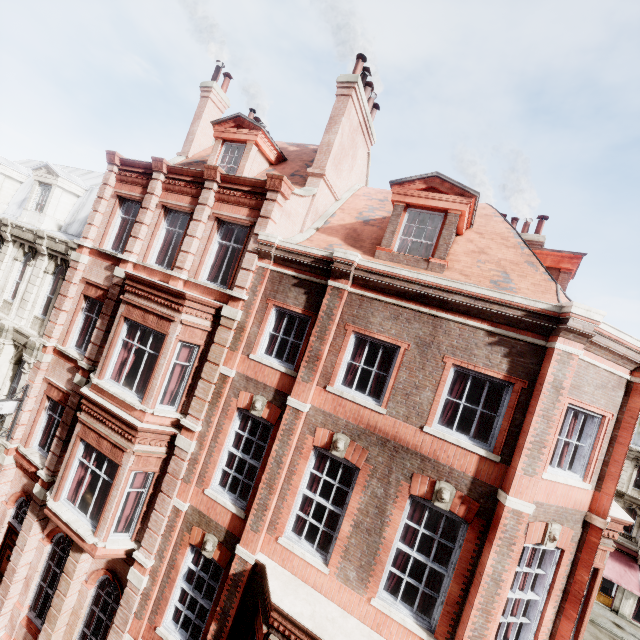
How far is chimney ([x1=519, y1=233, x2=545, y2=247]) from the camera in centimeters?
1503cm

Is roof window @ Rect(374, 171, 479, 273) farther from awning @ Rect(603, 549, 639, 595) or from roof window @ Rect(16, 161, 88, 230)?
awning @ Rect(603, 549, 639, 595)

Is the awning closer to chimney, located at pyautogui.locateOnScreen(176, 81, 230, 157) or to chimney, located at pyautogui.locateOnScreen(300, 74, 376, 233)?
chimney, located at pyautogui.locateOnScreen(300, 74, 376, 233)

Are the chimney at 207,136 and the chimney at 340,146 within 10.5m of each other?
yes

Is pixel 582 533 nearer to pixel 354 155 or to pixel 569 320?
pixel 569 320

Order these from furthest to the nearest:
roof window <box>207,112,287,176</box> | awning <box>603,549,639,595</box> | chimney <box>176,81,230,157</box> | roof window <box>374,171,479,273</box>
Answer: awning <box>603,549,639,595</box>, chimney <box>176,81,230,157</box>, roof window <box>207,112,287,176</box>, roof window <box>374,171,479,273</box>

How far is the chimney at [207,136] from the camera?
15.0 meters

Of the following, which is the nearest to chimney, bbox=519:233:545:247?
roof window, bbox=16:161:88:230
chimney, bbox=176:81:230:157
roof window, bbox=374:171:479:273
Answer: roof window, bbox=374:171:479:273
